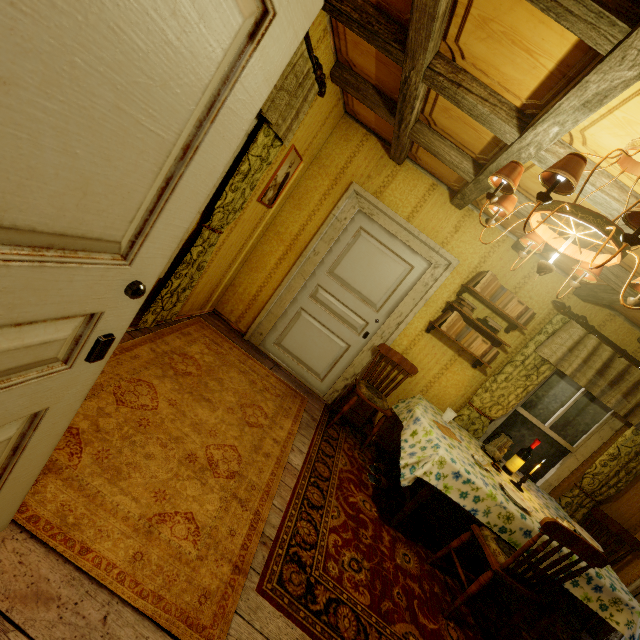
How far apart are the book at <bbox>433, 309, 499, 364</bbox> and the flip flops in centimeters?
161cm

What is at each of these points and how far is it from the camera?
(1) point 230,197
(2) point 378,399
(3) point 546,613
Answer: (1) curtain, 2.5m
(2) cushion, 3.6m
(3) table, 2.8m

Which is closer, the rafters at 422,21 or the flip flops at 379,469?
the rafters at 422,21

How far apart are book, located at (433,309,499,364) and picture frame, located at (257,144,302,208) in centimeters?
225cm

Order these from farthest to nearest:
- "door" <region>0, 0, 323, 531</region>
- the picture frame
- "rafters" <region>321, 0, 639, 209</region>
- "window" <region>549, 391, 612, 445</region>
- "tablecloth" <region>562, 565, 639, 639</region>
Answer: "window" <region>549, 391, 612, 445</region>
the picture frame
"tablecloth" <region>562, 565, 639, 639</region>
"rafters" <region>321, 0, 639, 209</region>
"door" <region>0, 0, 323, 531</region>

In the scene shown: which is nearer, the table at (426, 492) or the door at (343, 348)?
the table at (426, 492)

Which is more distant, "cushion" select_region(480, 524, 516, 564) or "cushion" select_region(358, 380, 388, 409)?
"cushion" select_region(358, 380, 388, 409)

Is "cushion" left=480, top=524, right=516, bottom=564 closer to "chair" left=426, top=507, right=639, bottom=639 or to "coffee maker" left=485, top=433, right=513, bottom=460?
"chair" left=426, top=507, right=639, bottom=639
